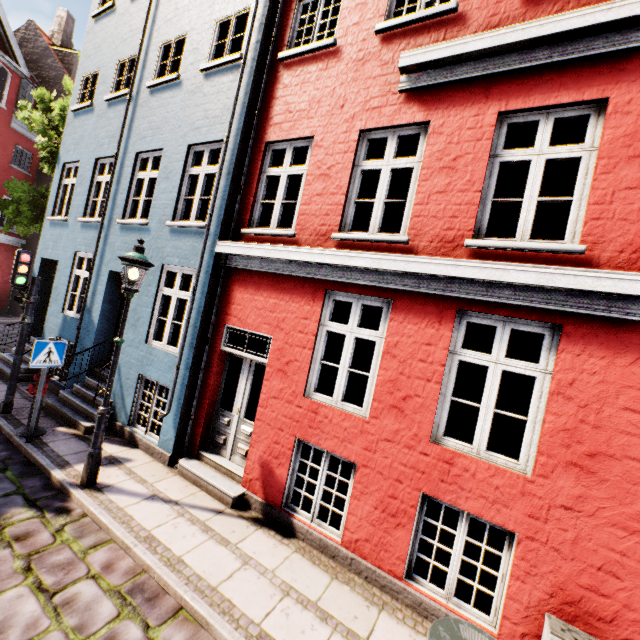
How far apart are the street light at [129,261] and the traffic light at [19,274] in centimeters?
338cm

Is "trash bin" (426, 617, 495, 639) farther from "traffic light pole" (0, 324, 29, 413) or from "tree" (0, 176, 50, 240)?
"tree" (0, 176, 50, 240)

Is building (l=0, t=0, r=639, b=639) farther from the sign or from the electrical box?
the sign

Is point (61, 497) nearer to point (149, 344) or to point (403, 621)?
point (149, 344)

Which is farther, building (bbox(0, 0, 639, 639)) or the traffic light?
the traffic light

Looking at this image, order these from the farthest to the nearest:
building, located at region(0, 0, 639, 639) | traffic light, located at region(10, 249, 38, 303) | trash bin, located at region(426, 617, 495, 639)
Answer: traffic light, located at region(10, 249, 38, 303)
building, located at region(0, 0, 639, 639)
trash bin, located at region(426, 617, 495, 639)

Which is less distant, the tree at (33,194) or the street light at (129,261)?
the street light at (129,261)

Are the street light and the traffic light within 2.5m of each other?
no
